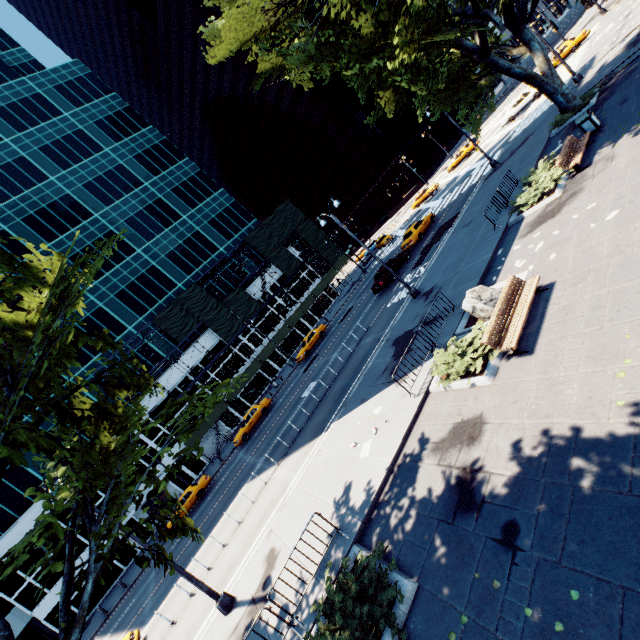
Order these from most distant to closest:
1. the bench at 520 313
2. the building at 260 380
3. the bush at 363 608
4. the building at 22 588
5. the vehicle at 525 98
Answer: the building at 260 380, the vehicle at 525 98, the building at 22 588, the bench at 520 313, the bush at 363 608

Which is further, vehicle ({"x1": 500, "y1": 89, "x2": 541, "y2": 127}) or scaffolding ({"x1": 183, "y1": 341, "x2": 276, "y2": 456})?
scaffolding ({"x1": 183, "y1": 341, "x2": 276, "y2": 456})

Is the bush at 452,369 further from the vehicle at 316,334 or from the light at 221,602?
the vehicle at 316,334

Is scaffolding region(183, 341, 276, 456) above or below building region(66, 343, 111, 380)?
below

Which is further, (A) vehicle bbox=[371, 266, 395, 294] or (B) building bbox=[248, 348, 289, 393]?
(B) building bbox=[248, 348, 289, 393]

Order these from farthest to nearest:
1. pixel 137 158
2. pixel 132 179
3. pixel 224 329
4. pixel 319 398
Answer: pixel 137 158, pixel 132 179, pixel 224 329, pixel 319 398

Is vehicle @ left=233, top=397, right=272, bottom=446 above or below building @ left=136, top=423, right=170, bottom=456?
below

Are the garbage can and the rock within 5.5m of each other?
no
